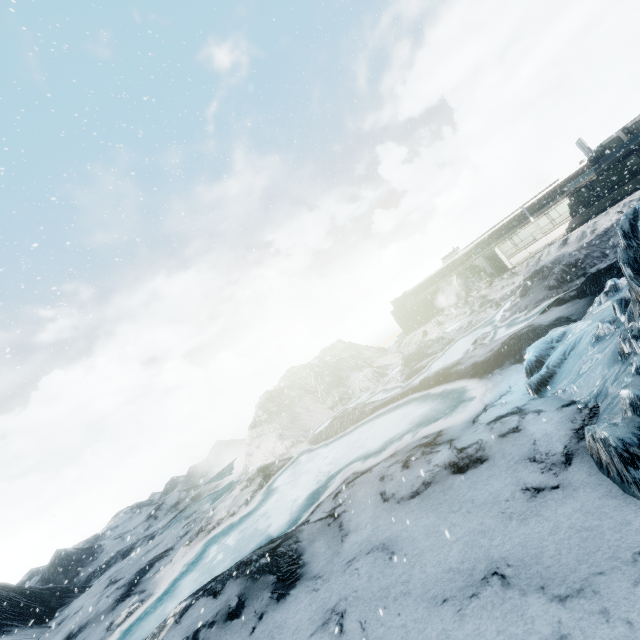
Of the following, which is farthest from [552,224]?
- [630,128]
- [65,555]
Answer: [65,555]
